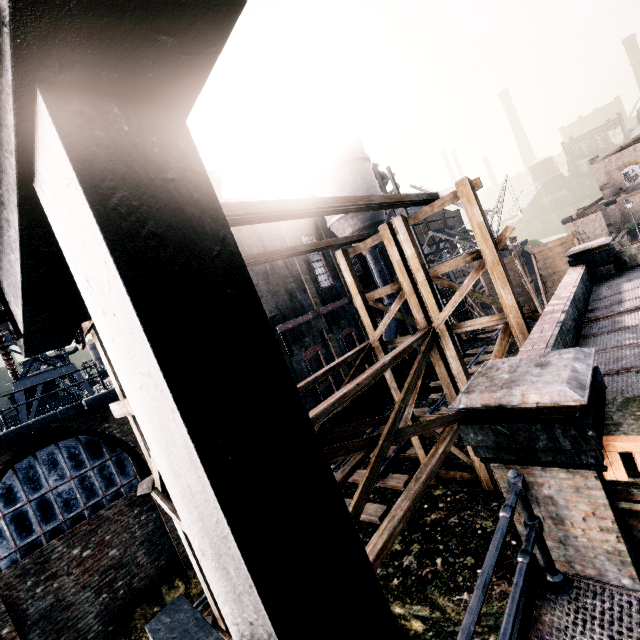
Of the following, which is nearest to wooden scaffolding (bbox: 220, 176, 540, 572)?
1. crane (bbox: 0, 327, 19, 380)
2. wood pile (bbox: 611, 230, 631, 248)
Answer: crane (bbox: 0, 327, 19, 380)

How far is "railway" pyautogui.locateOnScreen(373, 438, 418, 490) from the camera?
13.0 meters

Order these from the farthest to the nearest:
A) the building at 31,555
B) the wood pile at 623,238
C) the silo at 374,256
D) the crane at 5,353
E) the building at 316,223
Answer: the wood pile at 623,238, the silo at 374,256, the building at 316,223, the building at 31,555, the crane at 5,353

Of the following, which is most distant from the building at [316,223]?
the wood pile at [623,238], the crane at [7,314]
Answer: the wood pile at [623,238]

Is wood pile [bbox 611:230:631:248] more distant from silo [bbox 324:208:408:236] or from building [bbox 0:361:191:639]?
silo [bbox 324:208:408:236]

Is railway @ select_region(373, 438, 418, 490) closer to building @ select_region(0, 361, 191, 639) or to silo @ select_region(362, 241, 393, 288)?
silo @ select_region(362, 241, 393, 288)

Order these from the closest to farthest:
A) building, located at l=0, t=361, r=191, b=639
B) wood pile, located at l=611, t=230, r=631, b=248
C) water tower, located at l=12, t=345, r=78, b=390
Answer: building, located at l=0, t=361, r=191, b=639, water tower, located at l=12, t=345, r=78, b=390, wood pile, located at l=611, t=230, r=631, b=248

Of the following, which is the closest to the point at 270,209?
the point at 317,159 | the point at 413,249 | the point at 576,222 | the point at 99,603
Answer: the point at 413,249
